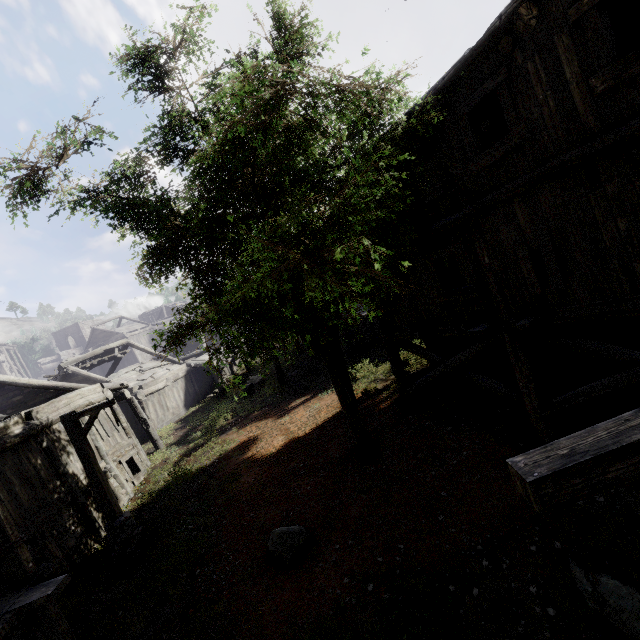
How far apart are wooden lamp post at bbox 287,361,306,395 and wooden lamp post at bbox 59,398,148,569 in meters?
8.3

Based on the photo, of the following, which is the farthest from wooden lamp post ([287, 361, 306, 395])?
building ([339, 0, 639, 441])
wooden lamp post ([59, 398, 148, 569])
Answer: wooden lamp post ([59, 398, 148, 569])

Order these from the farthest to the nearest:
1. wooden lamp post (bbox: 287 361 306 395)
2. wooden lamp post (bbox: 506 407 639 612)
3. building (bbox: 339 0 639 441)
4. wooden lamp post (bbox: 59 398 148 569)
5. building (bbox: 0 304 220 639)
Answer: wooden lamp post (bbox: 287 361 306 395)
wooden lamp post (bbox: 59 398 148 569)
building (bbox: 0 304 220 639)
building (bbox: 339 0 639 441)
wooden lamp post (bbox: 506 407 639 612)

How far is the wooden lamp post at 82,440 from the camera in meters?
9.6 m

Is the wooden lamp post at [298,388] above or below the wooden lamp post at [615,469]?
below

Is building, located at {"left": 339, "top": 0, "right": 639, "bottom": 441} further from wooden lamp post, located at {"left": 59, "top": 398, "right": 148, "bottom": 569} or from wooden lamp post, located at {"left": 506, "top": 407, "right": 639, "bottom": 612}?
wooden lamp post, located at {"left": 506, "top": 407, "right": 639, "bottom": 612}

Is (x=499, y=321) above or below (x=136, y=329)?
below

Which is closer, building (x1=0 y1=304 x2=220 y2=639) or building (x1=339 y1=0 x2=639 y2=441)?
building (x1=339 y1=0 x2=639 y2=441)
